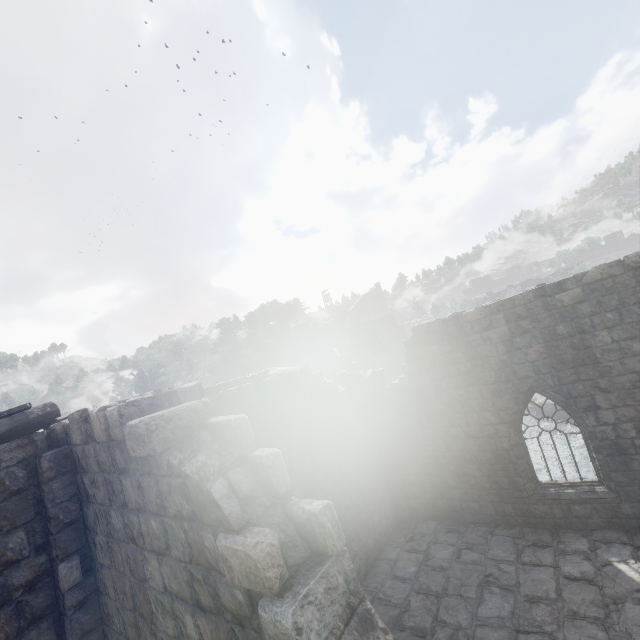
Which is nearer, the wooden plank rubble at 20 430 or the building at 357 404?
the building at 357 404

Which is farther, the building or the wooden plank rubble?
the wooden plank rubble

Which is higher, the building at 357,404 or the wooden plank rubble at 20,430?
the wooden plank rubble at 20,430

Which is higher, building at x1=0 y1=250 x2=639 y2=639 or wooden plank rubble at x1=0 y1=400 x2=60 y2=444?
wooden plank rubble at x1=0 y1=400 x2=60 y2=444

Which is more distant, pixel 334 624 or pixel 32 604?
pixel 32 604
